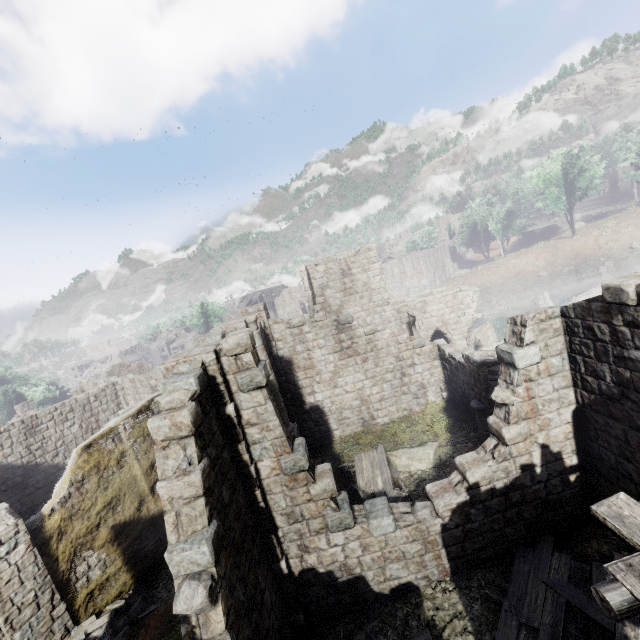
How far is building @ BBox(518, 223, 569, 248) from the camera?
55.49m

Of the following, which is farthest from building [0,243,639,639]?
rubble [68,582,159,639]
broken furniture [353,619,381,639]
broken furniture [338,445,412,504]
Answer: broken furniture [338,445,412,504]

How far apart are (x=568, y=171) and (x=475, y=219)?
14.5m

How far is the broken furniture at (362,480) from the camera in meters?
11.8 m

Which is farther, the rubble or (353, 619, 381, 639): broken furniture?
the rubble

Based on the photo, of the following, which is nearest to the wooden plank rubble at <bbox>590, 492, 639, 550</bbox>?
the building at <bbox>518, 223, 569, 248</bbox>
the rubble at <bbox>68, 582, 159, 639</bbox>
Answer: the building at <bbox>518, 223, 569, 248</bbox>

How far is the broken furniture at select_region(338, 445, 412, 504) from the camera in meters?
11.8

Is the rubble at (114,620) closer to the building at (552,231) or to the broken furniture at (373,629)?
the building at (552,231)
